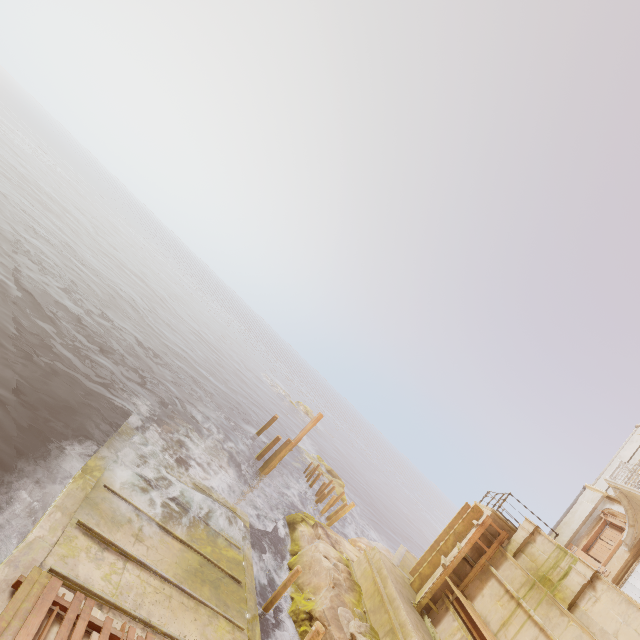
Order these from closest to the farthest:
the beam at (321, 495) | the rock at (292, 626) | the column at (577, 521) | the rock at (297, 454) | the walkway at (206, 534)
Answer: the walkway at (206, 534) < the rock at (292, 626) < the column at (577, 521) < the beam at (321, 495) < the rock at (297, 454)

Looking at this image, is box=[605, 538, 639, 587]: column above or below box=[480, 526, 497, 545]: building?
above

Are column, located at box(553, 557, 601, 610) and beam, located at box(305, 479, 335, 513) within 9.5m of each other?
no

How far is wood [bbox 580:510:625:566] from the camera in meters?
14.4 m

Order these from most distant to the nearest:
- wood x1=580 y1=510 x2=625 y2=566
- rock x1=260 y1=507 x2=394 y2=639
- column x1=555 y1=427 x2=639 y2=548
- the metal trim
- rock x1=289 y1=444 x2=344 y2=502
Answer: rock x1=289 y1=444 x2=344 y2=502 < column x1=555 y1=427 x2=639 y2=548 < wood x1=580 y1=510 x2=625 y2=566 < rock x1=260 y1=507 x2=394 y2=639 < the metal trim

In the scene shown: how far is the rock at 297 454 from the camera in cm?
2902

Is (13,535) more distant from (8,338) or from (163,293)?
(163,293)

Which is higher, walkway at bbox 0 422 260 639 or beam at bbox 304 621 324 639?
beam at bbox 304 621 324 639
